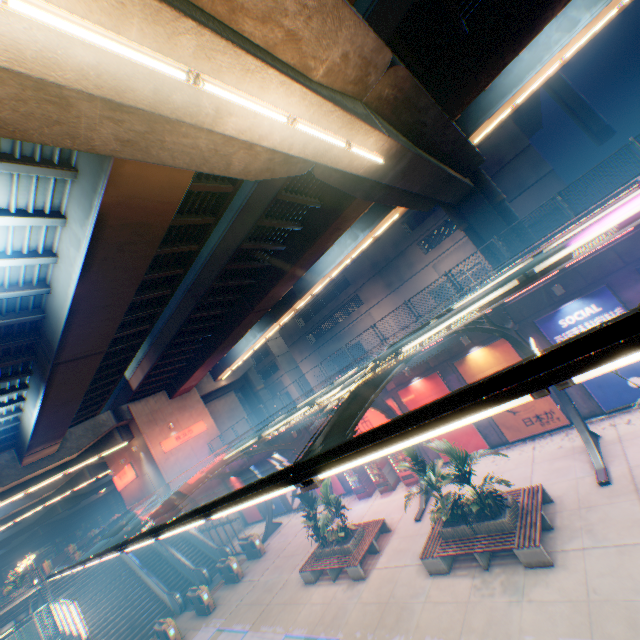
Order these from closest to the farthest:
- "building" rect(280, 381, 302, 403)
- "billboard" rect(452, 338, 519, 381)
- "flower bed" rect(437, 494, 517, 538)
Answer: "flower bed" rect(437, 494, 517, 538) → "billboard" rect(452, 338, 519, 381) → "building" rect(280, 381, 302, 403)

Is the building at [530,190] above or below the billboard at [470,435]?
above

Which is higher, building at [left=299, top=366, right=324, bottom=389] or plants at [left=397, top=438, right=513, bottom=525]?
building at [left=299, top=366, right=324, bottom=389]

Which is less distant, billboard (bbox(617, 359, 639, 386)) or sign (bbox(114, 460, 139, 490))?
billboard (bbox(617, 359, 639, 386))

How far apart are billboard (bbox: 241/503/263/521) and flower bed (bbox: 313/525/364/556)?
15.79m

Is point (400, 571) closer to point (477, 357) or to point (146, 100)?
point (477, 357)

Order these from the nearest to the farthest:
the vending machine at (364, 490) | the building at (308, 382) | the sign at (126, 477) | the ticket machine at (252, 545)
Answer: the vending machine at (364, 490)
the ticket machine at (252, 545)
the sign at (126, 477)
the building at (308, 382)

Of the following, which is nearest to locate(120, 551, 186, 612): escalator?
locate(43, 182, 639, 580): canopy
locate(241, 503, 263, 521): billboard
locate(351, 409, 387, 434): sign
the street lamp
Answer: locate(43, 182, 639, 580): canopy
